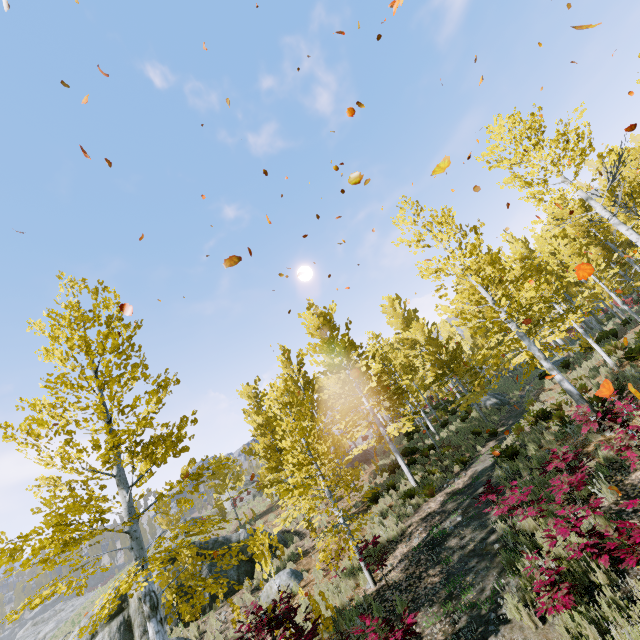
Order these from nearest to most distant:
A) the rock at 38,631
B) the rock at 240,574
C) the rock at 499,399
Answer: the rock at 240,574 → the rock at 499,399 → the rock at 38,631

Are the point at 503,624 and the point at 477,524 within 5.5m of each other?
yes

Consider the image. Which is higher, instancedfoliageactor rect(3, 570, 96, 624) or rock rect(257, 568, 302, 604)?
instancedfoliageactor rect(3, 570, 96, 624)

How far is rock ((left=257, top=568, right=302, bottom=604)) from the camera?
11.6m

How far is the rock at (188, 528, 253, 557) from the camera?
15.09m

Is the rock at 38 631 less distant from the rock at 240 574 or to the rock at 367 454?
the rock at 240 574

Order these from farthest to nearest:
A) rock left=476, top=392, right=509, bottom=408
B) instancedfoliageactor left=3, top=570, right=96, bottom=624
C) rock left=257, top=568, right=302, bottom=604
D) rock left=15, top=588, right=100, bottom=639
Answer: rock left=15, top=588, right=100, bottom=639
rock left=476, top=392, right=509, bottom=408
rock left=257, top=568, right=302, bottom=604
instancedfoliageactor left=3, top=570, right=96, bottom=624

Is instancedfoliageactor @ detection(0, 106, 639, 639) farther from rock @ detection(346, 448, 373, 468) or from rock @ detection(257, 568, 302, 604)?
rock @ detection(257, 568, 302, 604)
